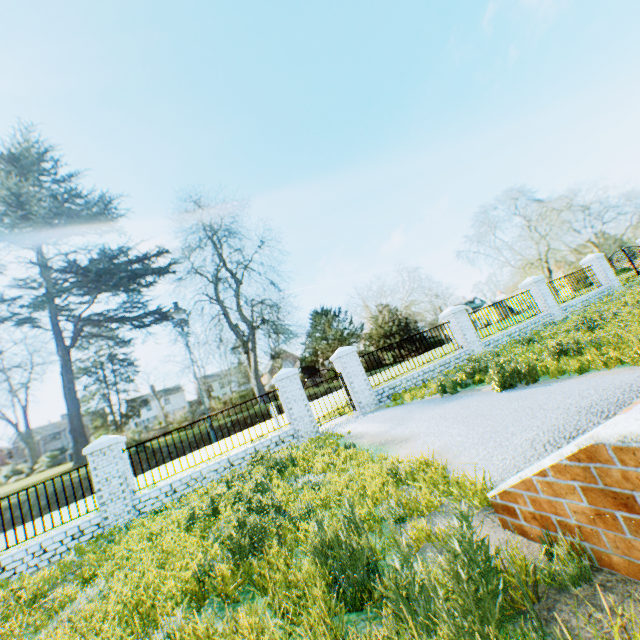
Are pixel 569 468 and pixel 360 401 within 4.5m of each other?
no

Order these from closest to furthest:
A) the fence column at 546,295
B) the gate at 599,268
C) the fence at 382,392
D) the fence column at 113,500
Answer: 1. the fence column at 113,500
2. the fence at 382,392
3. the fence column at 546,295
4. the gate at 599,268

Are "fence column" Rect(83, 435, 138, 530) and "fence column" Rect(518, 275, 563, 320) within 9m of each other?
no

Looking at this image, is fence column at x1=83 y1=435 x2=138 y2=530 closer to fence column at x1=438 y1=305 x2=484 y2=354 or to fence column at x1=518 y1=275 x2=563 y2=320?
fence column at x1=438 y1=305 x2=484 y2=354

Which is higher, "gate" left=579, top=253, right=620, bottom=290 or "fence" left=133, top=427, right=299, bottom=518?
"gate" left=579, top=253, right=620, bottom=290

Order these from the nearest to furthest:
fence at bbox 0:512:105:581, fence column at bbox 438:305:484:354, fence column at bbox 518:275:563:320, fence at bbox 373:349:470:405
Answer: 1. fence at bbox 0:512:105:581
2. fence at bbox 373:349:470:405
3. fence column at bbox 438:305:484:354
4. fence column at bbox 518:275:563:320

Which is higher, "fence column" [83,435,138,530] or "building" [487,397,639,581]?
"fence column" [83,435,138,530]

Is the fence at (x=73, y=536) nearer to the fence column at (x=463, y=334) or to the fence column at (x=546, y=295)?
the fence column at (x=463, y=334)
